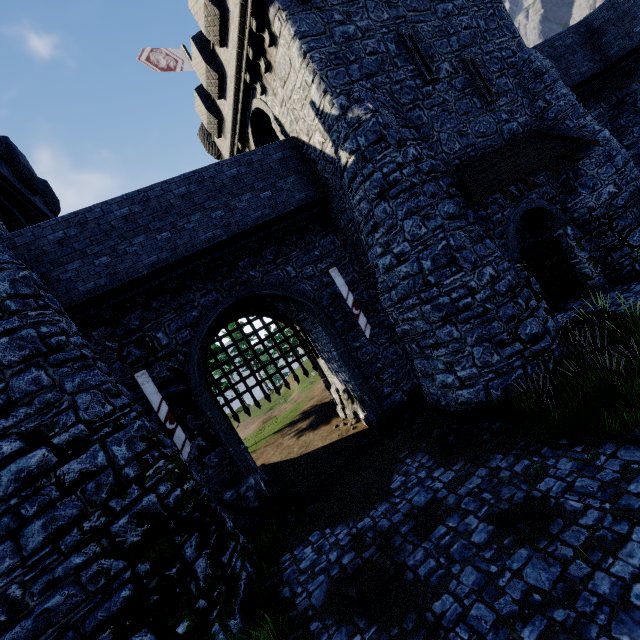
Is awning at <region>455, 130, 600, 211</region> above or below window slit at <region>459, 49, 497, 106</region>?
below

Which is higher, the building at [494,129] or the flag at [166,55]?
the flag at [166,55]

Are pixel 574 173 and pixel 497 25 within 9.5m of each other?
yes

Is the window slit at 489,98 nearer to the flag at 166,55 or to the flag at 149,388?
the flag at 166,55

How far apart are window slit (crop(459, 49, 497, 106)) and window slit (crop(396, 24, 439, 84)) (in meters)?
1.33

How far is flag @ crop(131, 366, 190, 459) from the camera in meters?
Result: 9.0 m

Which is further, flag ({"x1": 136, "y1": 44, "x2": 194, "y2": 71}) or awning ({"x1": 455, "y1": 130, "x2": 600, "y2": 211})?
flag ({"x1": 136, "y1": 44, "x2": 194, "y2": 71})

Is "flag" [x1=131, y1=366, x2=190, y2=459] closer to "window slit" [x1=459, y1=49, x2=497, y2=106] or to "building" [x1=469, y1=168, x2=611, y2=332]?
"building" [x1=469, y1=168, x2=611, y2=332]
